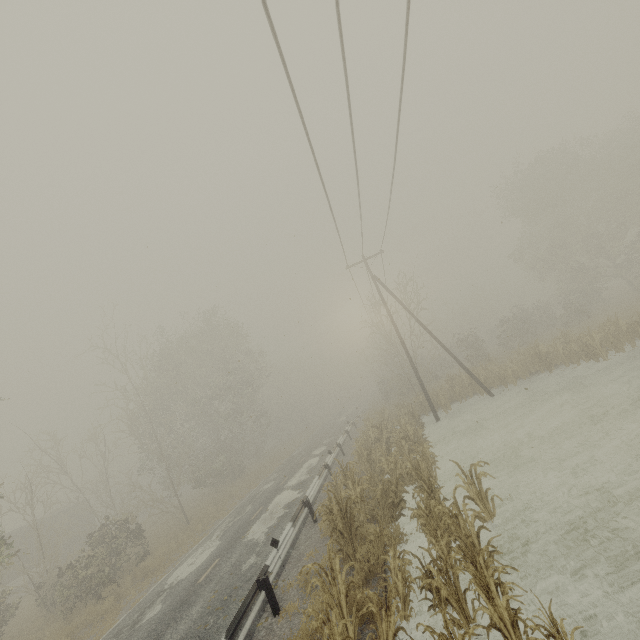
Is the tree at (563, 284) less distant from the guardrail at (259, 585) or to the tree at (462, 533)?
the guardrail at (259, 585)

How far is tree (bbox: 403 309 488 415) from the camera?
22.2m

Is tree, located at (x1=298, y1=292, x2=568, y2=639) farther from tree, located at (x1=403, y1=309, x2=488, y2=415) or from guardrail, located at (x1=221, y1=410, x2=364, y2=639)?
tree, located at (x1=403, y1=309, x2=488, y2=415)

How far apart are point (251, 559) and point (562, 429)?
12.71m

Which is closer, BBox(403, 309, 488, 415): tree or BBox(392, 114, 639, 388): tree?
BBox(392, 114, 639, 388): tree

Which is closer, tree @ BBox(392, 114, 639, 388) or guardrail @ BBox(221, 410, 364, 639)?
guardrail @ BBox(221, 410, 364, 639)

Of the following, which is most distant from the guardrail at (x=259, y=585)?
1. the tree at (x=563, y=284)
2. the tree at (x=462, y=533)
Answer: the tree at (x=462, y=533)

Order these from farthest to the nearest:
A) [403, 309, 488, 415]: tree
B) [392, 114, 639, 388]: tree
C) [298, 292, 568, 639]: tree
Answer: [403, 309, 488, 415]: tree, [392, 114, 639, 388]: tree, [298, 292, 568, 639]: tree
